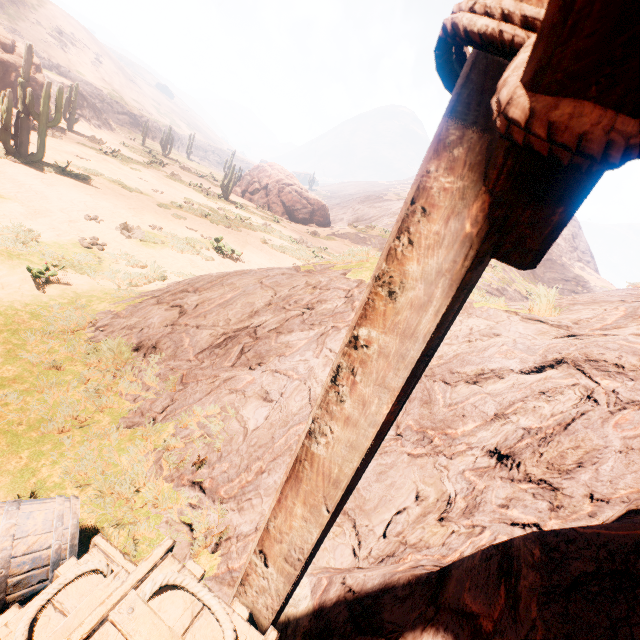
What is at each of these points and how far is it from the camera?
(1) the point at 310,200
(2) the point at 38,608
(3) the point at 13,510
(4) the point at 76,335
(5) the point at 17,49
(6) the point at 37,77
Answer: (1) instancedfoliageactor, 34.7m
(2) wooden box, 1.6m
(3) barrel, 2.0m
(4) z, 4.8m
(5) rock, 21.1m
(6) rock, 20.9m

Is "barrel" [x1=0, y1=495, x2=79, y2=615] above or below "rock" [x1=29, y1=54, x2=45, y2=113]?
below

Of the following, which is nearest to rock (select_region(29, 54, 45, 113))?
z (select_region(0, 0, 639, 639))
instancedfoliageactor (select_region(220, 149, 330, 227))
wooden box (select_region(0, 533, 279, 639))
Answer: instancedfoliageactor (select_region(220, 149, 330, 227))

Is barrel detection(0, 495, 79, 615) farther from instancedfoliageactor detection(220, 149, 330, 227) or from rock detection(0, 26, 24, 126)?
instancedfoliageactor detection(220, 149, 330, 227)

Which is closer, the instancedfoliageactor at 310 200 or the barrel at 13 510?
the barrel at 13 510

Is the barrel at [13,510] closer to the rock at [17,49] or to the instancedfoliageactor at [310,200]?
the rock at [17,49]

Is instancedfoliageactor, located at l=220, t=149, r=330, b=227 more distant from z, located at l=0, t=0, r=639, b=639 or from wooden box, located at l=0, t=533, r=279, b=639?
wooden box, located at l=0, t=533, r=279, b=639

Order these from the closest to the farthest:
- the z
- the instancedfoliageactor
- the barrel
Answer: the z → the barrel → the instancedfoliageactor
